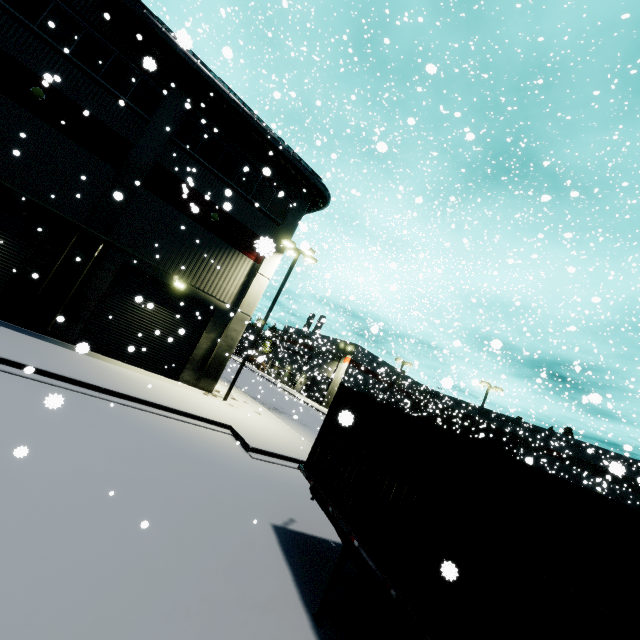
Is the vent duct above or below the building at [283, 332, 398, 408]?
above

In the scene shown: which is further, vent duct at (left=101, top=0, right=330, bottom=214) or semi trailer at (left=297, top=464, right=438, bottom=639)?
vent duct at (left=101, top=0, right=330, bottom=214)

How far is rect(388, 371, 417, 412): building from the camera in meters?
44.7 m

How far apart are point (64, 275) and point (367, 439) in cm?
1483

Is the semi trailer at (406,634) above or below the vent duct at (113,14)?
below

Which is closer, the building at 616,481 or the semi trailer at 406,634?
the semi trailer at 406,634

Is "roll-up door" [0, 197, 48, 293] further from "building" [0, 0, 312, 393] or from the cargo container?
the cargo container

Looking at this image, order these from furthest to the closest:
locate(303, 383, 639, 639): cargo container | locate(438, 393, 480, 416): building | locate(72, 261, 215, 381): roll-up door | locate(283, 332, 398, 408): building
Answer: locate(283, 332, 398, 408): building → locate(438, 393, 480, 416): building → locate(72, 261, 215, 381): roll-up door → locate(303, 383, 639, 639): cargo container
